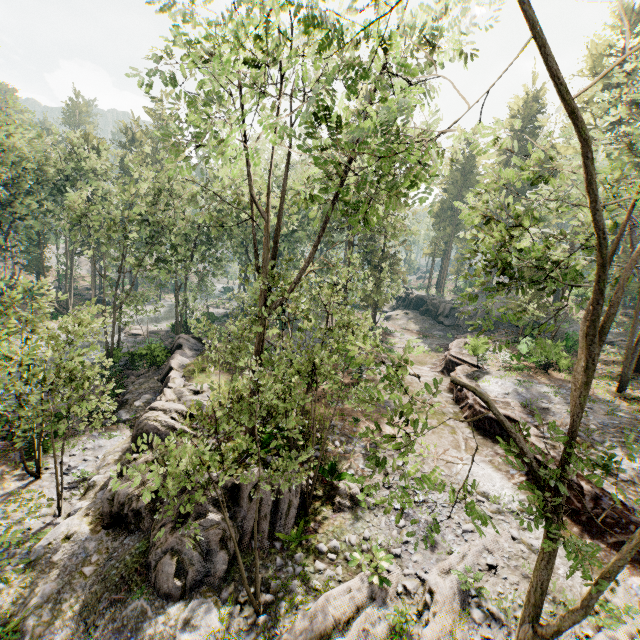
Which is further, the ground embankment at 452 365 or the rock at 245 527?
the ground embankment at 452 365

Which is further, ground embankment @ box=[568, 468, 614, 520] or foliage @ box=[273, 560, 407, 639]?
ground embankment @ box=[568, 468, 614, 520]

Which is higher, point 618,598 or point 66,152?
point 66,152

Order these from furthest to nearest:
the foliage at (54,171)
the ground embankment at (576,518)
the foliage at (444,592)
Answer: the ground embankment at (576,518) → the foliage at (444,592) → the foliage at (54,171)

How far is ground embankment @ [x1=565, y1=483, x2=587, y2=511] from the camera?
11.81m

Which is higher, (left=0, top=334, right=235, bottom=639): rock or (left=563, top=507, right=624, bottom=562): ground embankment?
(left=563, top=507, right=624, bottom=562): ground embankment

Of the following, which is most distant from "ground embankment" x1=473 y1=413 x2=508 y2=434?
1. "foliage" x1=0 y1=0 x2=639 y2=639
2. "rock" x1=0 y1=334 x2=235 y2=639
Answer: "rock" x1=0 y1=334 x2=235 y2=639
